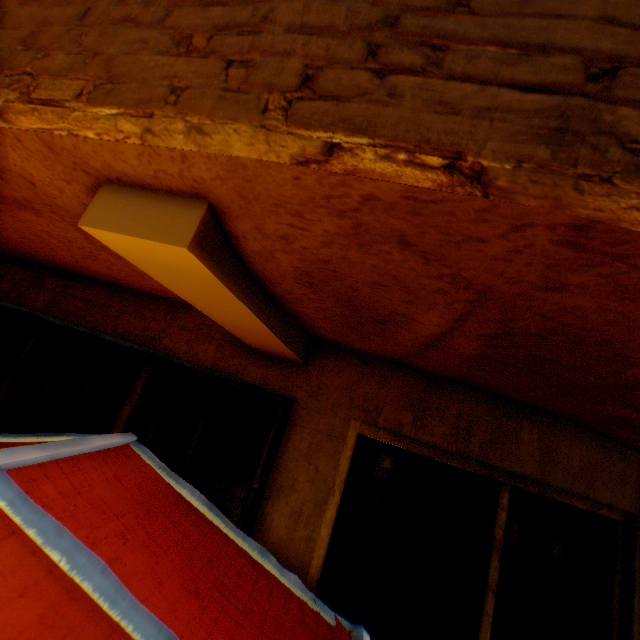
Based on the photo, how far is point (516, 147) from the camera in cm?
53
